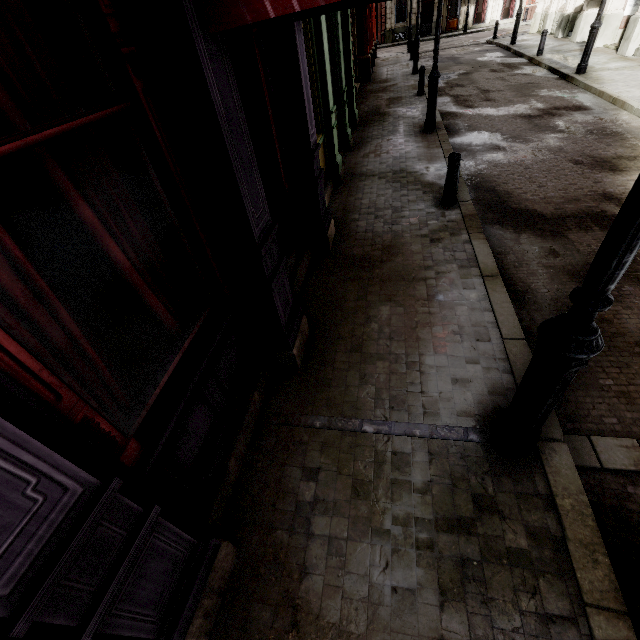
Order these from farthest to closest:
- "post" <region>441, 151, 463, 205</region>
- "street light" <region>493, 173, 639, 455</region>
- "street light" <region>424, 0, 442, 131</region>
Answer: "street light" <region>424, 0, 442, 131</region> → "post" <region>441, 151, 463, 205</region> → "street light" <region>493, 173, 639, 455</region>

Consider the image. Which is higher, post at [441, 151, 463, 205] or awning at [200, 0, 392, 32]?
awning at [200, 0, 392, 32]

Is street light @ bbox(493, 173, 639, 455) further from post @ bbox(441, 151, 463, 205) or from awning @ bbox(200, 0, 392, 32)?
post @ bbox(441, 151, 463, 205)

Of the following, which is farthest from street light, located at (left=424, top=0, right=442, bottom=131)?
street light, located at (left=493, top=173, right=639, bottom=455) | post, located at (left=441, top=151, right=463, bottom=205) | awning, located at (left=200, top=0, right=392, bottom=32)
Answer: street light, located at (left=493, top=173, right=639, bottom=455)

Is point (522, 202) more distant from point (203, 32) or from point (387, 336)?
point (203, 32)

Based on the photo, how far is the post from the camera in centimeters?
585cm

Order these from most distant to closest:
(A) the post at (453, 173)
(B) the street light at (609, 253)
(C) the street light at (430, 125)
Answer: (C) the street light at (430, 125)
(A) the post at (453, 173)
(B) the street light at (609, 253)

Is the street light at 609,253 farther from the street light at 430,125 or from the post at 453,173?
the street light at 430,125
